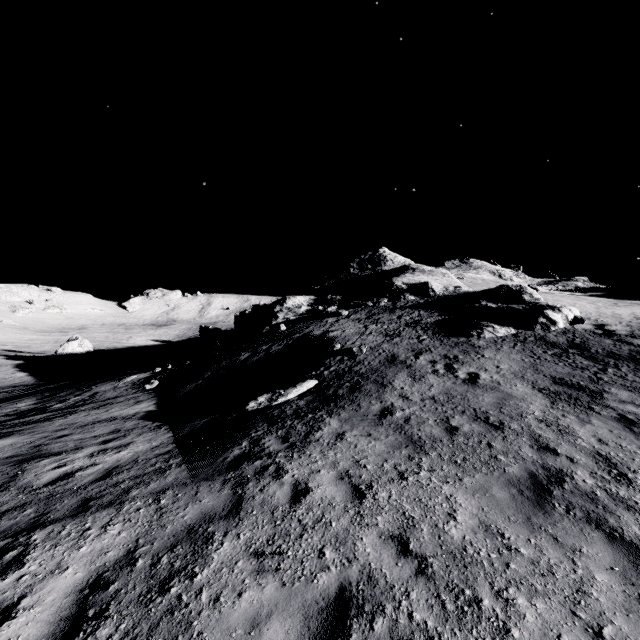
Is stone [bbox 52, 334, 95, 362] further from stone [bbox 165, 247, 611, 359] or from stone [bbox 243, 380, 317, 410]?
stone [bbox 243, 380, 317, 410]

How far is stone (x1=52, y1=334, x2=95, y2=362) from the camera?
44.2 meters

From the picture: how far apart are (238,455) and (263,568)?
3.37m

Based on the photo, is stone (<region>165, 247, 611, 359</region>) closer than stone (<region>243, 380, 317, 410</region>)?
No

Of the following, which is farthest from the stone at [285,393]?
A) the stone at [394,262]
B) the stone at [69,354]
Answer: the stone at [69,354]

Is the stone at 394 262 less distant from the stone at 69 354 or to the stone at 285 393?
the stone at 285 393

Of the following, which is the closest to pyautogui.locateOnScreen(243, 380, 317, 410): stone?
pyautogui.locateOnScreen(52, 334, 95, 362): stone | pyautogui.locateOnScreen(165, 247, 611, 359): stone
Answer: pyautogui.locateOnScreen(165, 247, 611, 359): stone
